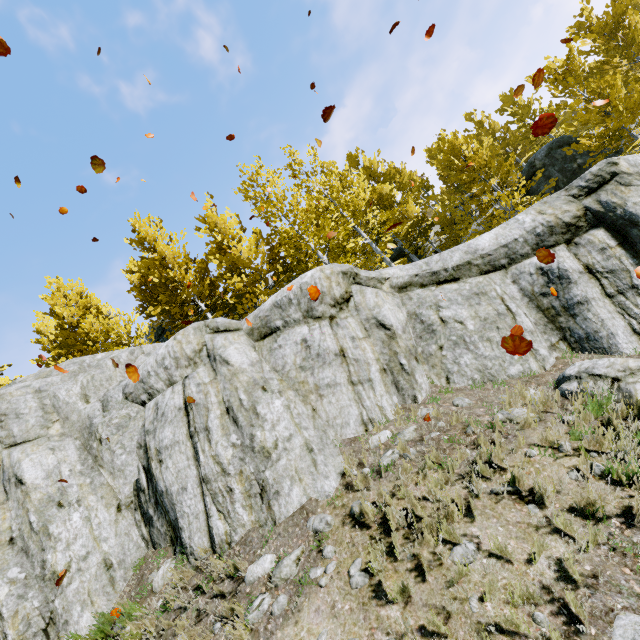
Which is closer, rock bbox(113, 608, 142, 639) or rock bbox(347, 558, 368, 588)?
rock bbox(347, 558, 368, 588)

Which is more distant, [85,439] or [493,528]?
[85,439]

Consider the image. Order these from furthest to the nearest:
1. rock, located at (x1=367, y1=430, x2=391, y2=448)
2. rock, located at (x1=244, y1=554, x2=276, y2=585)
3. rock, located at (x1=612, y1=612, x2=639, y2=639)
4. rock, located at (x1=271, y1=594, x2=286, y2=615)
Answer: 1. rock, located at (x1=367, y1=430, x2=391, y2=448)
2. rock, located at (x1=244, y1=554, x2=276, y2=585)
3. rock, located at (x1=271, y1=594, x2=286, y2=615)
4. rock, located at (x1=612, y1=612, x2=639, y2=639)

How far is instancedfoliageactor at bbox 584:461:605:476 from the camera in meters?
4.2

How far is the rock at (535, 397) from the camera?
5.8m

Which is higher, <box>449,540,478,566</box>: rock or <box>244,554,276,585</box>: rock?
<box>244,554,276,585</box>: rock

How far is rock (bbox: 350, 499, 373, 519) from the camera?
4.9 meters
